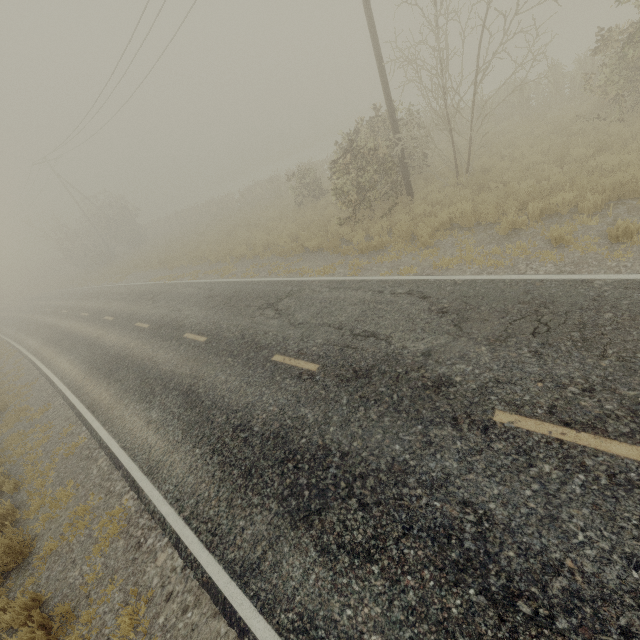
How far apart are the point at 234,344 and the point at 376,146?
9.58m
